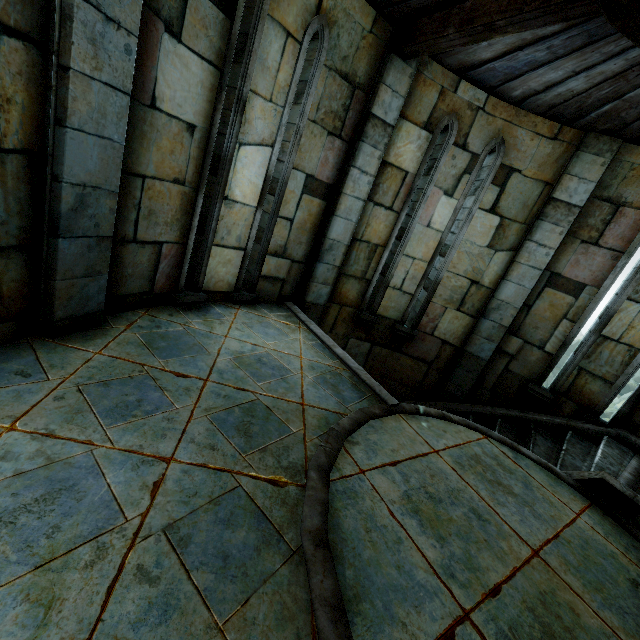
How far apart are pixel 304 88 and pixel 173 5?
1.78m
